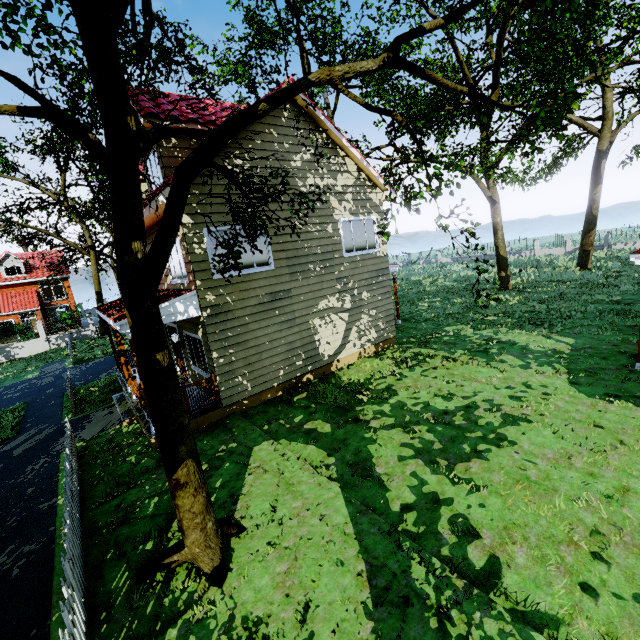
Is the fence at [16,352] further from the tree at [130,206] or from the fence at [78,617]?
the fence at [78,617]

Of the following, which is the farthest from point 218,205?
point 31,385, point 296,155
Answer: point 31,385

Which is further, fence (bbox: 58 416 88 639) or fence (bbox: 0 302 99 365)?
fence (bbox: 0 302 99 365)

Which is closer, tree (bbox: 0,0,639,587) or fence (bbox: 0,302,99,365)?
tree (bbox: 0,0,639,587)

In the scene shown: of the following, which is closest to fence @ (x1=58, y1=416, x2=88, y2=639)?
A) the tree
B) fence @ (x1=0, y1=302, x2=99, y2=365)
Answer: the tree

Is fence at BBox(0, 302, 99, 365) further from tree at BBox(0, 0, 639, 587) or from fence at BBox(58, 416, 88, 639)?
fence at BBox(58, 416, 88, 639)

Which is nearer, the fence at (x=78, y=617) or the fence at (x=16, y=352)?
the fence at (x=78, y=617)
